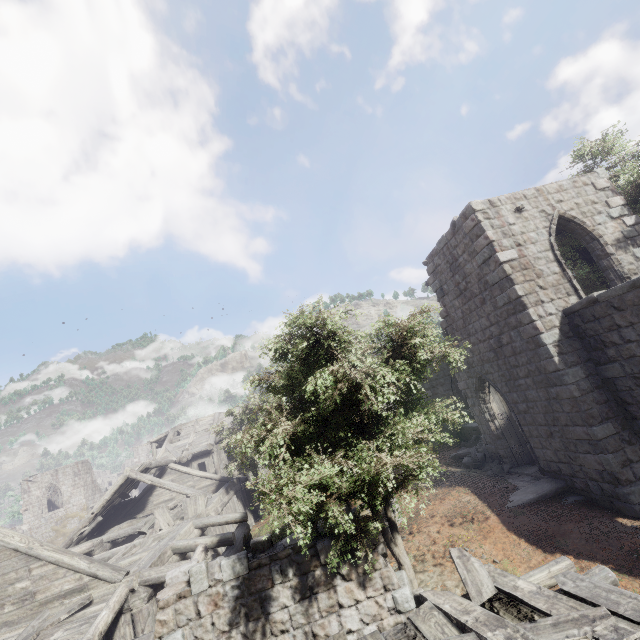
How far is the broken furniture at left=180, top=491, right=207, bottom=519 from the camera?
15.51m

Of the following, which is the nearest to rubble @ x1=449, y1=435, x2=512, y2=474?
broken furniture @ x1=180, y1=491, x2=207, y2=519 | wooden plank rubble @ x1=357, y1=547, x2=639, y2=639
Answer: wooden plank rubble @ x1=357, y1=547, x2=639, y2=639

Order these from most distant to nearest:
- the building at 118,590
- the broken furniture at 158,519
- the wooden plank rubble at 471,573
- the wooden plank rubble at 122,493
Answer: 1. the wooden plank rubble at 122,493
2. the broken furniture at 158,519
3. the building at 118,590
4. the wooden plank rubble at 471,573

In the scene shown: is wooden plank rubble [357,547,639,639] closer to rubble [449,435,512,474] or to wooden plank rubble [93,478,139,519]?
rubble [449,435,512,474]

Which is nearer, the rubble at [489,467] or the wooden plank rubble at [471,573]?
the wooden plank rubble at [471,573]

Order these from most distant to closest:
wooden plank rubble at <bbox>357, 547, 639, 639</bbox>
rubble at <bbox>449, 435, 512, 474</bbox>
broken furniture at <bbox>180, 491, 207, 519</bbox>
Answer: broken furniture at <bbox>180, 491, 207, 519</bbox>, rubble at <bbox>449, 435, 512, 474</bbox>, wooden plank rubble at <bbox>357, 547, 639, 639</bbox>

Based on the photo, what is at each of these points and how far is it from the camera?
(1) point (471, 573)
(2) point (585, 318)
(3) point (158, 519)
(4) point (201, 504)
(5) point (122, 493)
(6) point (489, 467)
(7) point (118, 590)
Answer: (1) wooden plank rubble, 5.65m
(2) building, 9.62m
(3) broken furniture, 15.05m
(4) broken furniture, 15.73m
(5) wooden plank rubble, 20.34m
(6) rubble, 14.06m
(7) building, 9.55m
